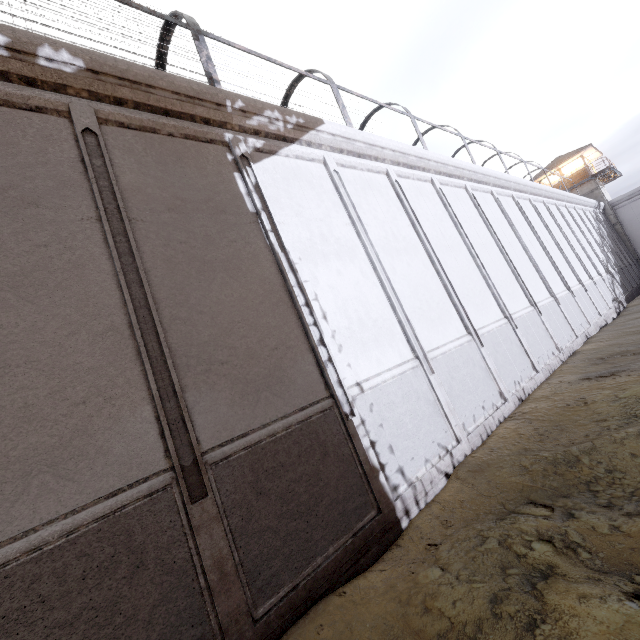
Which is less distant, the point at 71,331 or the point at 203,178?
the point at 71,331

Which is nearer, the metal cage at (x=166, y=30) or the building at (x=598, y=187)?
the metal cage at (x=166, y=30)

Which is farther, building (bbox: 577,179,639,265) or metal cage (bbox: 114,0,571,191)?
building (bbox: 577,179,639,265)
